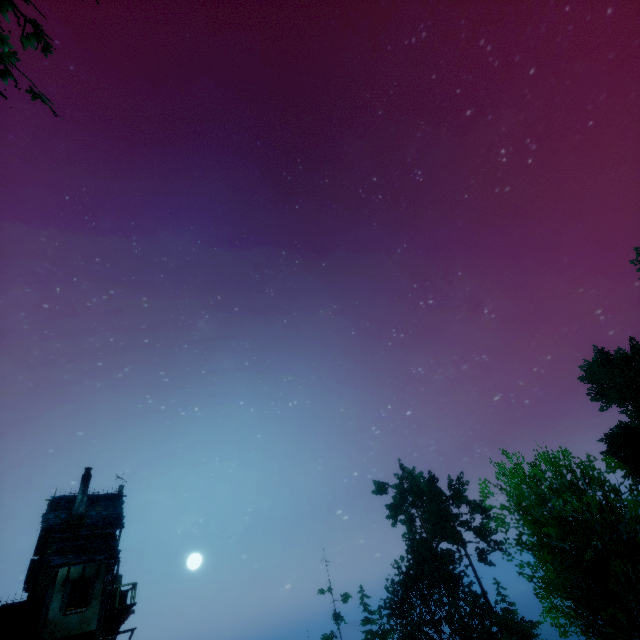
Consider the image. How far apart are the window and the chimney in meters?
3.3

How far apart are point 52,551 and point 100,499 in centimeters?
453cm

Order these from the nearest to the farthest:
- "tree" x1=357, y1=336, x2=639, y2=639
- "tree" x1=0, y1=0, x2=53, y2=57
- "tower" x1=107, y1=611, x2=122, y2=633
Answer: "tree" x1=0, y1=0, x2=53, y2=57 → "tree" x1=357, y1=336, x2=639, y2=639 → "tower" x1=107, y1=611, x2=122, y2=633

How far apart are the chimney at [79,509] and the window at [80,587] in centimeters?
334cm

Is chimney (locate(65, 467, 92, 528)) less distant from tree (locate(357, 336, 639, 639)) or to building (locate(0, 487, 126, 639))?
building (locate(0, 487, 126, 639))

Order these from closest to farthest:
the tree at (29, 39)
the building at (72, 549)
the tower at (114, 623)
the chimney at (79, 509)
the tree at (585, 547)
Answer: the tree at (29, 39)
the tree at (585, 547)
the building at (72, 549)
the tower at (114, 623)
the chimney at (79, 509)

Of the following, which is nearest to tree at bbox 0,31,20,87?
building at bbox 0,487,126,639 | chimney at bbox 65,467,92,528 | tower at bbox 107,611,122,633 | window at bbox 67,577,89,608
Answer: building at bbox 0,487,126,639

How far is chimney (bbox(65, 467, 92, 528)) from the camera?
18.67m
